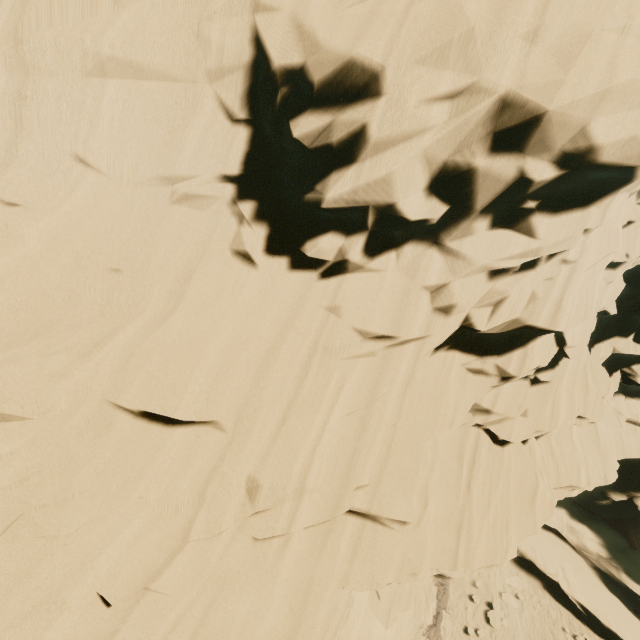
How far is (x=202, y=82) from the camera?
6.84m

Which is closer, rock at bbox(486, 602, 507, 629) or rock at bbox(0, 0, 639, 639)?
rock at bbox(0, 0, 639, 639)

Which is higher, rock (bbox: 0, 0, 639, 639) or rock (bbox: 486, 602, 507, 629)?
rock (bbox: 0, 0, 639, 639)

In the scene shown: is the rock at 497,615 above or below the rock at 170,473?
below

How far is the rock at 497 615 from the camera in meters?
19.2 m

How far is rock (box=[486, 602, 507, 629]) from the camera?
→ 19.2m
